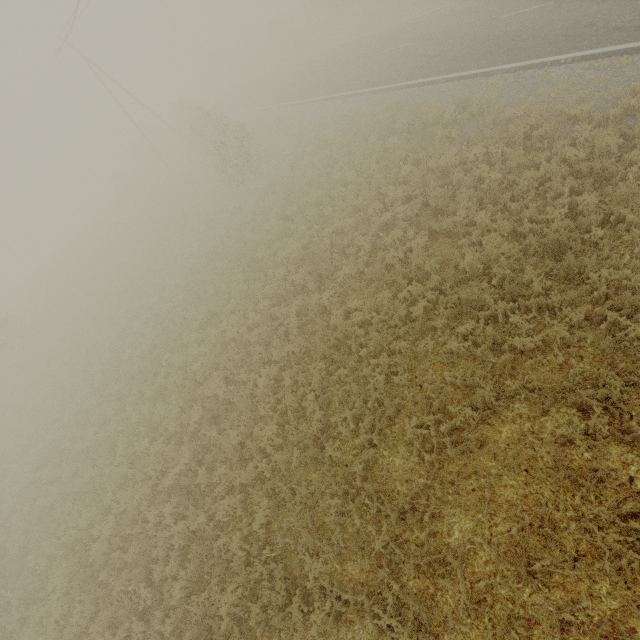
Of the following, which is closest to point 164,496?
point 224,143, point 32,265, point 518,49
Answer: point 224,143
